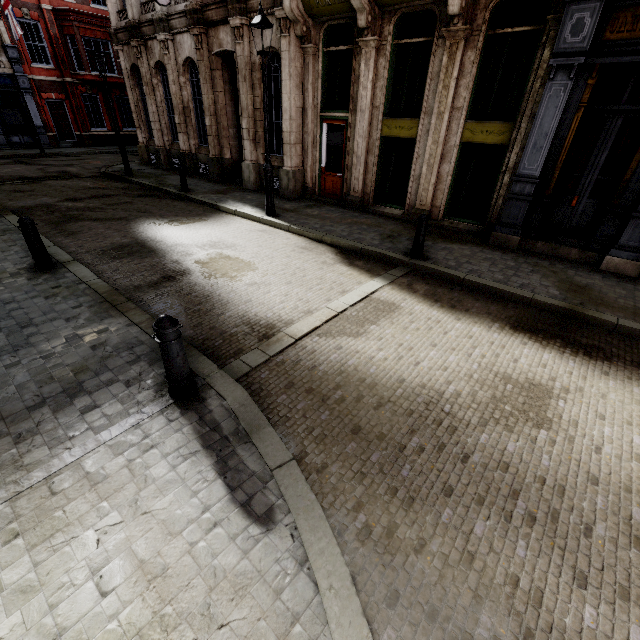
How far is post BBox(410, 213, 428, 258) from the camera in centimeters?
699cm

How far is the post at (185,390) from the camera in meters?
3.1 m

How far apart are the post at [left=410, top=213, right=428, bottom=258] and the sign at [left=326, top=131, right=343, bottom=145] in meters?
5.6

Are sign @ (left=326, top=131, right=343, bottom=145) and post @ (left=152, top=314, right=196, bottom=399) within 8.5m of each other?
no

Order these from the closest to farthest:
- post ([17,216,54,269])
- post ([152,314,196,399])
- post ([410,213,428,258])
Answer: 1. post ([152,314,196,399])
2. post ([17,216,54,269])
3. post ([410,213,428,258])

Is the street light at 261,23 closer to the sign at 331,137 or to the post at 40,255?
the sign at 331,137

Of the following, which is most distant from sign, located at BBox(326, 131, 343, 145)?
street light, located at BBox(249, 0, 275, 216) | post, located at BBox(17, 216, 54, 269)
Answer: post, located at BBox(17, 216, 54, 269)

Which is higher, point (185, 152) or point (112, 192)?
point (185, 152)
